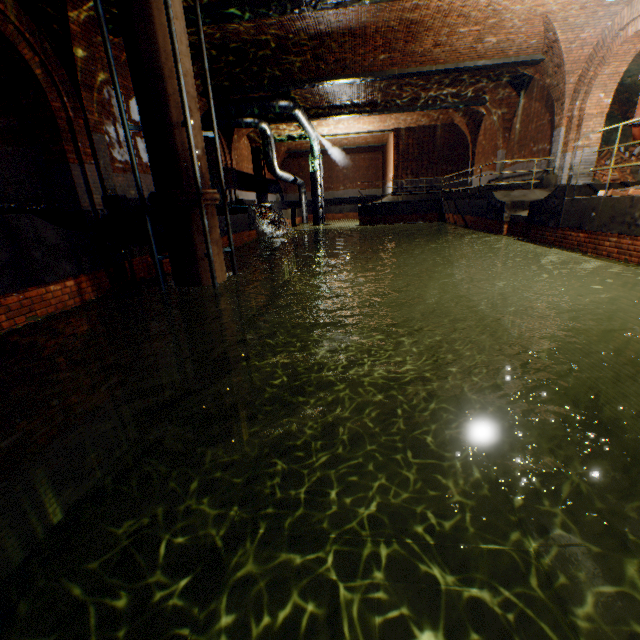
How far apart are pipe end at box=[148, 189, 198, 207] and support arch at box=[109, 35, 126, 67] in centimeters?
368cm

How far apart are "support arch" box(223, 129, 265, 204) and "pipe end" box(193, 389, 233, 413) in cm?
1318

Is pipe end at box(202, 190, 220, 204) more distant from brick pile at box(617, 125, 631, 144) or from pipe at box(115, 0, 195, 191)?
brick pile at box(617, 125, 631, 144)

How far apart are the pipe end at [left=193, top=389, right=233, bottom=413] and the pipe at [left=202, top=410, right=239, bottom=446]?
0.1 meters

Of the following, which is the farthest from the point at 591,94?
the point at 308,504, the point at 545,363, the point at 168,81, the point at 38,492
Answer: the point at 38,492

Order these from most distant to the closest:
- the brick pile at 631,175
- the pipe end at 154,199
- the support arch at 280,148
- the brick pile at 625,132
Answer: the support arch at 280,148 → the brick pile at 625,132 → the brick pile at 631,175 → the pipe end at 154,199

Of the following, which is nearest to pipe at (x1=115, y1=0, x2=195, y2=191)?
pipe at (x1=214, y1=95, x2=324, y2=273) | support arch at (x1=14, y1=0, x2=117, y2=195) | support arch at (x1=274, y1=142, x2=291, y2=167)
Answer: support arch at (x1=14, y1=0, x2=117, y2=195)

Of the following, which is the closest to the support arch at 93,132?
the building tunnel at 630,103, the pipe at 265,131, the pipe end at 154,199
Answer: the pipe end at 154,199
